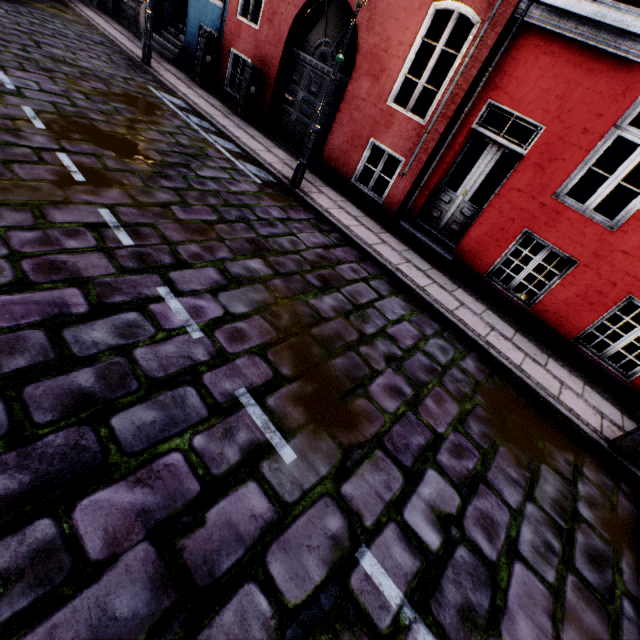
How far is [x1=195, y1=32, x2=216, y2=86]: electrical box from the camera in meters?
9.8

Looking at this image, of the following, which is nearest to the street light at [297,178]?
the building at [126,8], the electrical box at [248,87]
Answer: the building at [126,8]

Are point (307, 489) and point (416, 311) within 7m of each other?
yes

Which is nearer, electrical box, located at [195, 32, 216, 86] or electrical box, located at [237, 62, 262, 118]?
electrical box, located at [237, 62, 262, 118]

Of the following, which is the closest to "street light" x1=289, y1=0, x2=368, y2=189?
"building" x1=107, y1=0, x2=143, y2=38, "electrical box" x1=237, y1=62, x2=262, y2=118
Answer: "building" x1=107, y1=0, x2=143, y2=38

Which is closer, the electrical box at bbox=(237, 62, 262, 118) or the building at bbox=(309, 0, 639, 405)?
the building at bbox=(309, 0, 639, 405)

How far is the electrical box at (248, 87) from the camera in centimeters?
890cm
